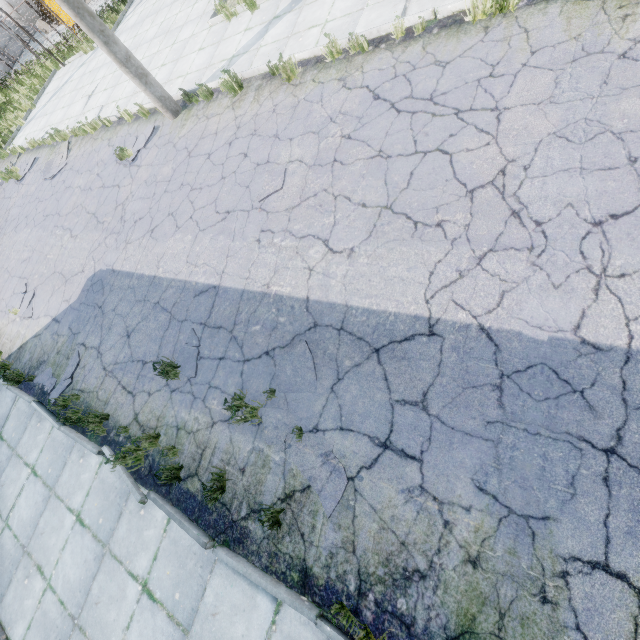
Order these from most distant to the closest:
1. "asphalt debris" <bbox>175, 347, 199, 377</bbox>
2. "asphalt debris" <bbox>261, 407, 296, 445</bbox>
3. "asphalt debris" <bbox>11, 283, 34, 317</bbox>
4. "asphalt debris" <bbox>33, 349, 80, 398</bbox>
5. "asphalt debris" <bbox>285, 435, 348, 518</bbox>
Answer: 1. "asphalt debris" <bbox>11, 283, 34, 317</bbox>
2. "asphalt debris" <bbox>33, 349, 80, 398</bbox>
3. "asphalt debris" <bbox>175, 347, 199, 377</bbox>
4. "asphalt debris" <bbox>261, 407, 296, 445</bbox>
5. "asphalt debris" <bbox>285, 435, 348, 518</bbox>

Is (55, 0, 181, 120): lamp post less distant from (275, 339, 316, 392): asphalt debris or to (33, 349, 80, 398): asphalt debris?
(33, 349, 80, 398): asphalt debris

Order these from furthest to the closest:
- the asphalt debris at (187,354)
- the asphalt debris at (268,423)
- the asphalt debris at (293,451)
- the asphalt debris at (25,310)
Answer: the asphalt debris at (25,310) < the asphalt debris at (187,354) < the asphalt debris at (268,423) < the asphalt debris at (293,451)

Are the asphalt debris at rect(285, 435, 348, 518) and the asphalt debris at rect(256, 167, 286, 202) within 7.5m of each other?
yes

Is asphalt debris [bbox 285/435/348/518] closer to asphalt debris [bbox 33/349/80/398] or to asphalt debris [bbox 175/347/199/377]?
asphalt debris [bbox 175/347/199/377]

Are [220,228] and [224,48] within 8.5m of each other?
yes

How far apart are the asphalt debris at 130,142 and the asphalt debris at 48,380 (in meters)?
5.63

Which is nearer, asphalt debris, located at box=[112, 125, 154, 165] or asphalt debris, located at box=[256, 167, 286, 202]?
asphalt debris, located at box=[256, 167, 286, 202]
